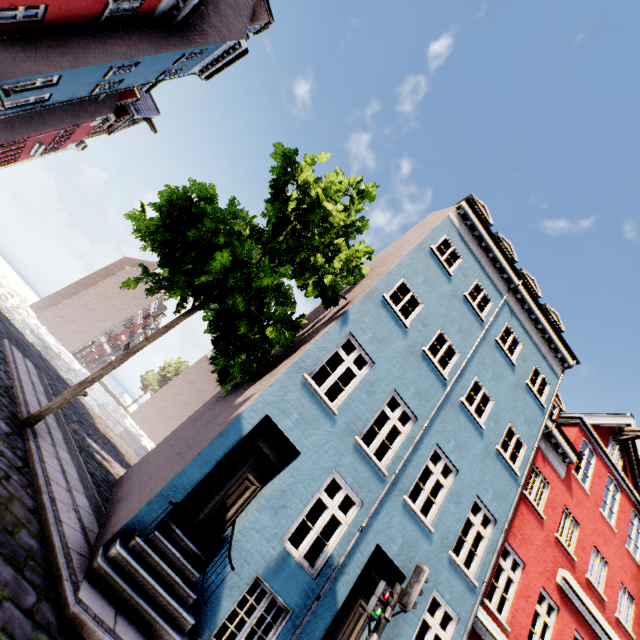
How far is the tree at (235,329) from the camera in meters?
7.5

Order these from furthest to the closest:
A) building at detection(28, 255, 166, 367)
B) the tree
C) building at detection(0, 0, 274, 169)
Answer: building at detection(28, 255, 166, 367)
building at detection(0, 0, 274, 169)
the tree

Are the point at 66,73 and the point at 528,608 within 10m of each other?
no

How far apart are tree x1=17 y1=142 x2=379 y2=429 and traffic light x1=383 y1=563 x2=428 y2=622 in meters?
6.2

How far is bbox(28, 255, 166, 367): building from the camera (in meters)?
44.81

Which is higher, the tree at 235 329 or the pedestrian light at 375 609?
the tree at 235 329

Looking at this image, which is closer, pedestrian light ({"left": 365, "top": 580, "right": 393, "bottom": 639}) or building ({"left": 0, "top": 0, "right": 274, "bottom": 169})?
pedestrian light ({"left": 365, "top": 580, "right": 393, "bottom": 639})

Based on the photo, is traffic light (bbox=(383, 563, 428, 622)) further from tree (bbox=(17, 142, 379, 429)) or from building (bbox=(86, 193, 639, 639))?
tree (bbox=(17, 142, 379, 429))
